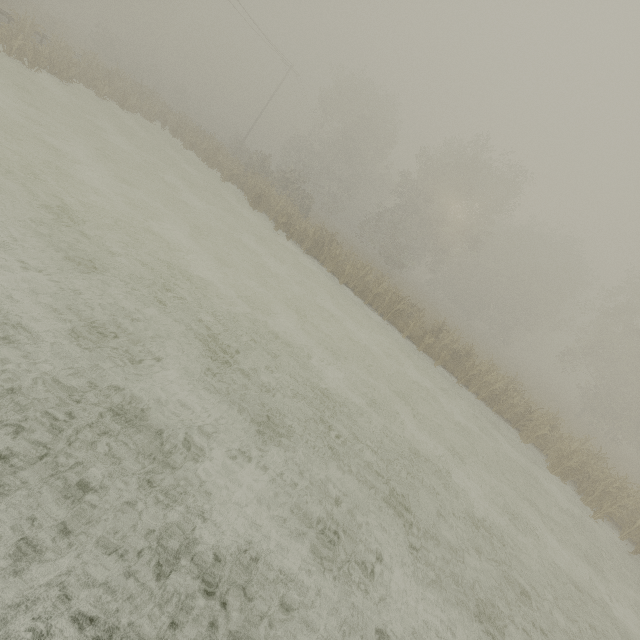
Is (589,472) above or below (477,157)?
below
